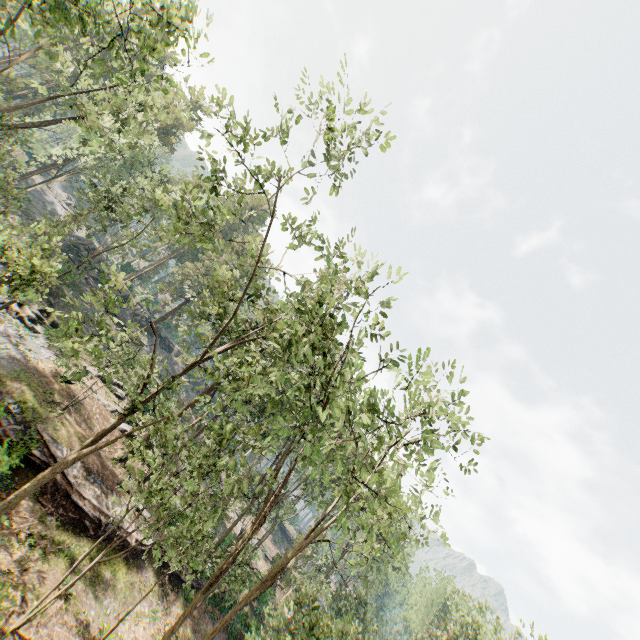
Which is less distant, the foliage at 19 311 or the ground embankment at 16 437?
the foliage at 19 311

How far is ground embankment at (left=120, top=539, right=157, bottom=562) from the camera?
20.48m

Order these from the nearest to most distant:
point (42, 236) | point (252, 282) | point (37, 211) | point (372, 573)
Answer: point (42, 236)
point (252, 282)
point (372, 573)
point (37, 211)

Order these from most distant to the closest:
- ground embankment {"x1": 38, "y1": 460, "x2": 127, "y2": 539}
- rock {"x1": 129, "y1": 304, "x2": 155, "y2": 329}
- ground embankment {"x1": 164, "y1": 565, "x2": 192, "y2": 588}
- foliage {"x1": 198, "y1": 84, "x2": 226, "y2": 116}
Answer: rock {"x1": 129, "y1": 304, "x2": 155, "y2": 329}
ground embankment {"x1": 164, "y1": 565, "x2": 192, "y2": 588}
ground embankment {"x1": 38, "y1": 460, "x2": 127, "y2": 539}
foliage {"x1": 198, "y1": 84, "x2": 226, "y2": 116}

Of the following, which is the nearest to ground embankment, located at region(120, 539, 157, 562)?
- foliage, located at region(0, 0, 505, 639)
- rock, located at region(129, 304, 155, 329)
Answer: foliage, located at region(0, 0, 505, 639)

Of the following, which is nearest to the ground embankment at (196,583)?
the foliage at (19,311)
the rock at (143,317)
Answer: the foliage at (19,311)

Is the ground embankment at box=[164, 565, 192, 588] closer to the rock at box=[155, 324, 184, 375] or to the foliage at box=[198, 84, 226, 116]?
the foliage at box=[198, 84, 226, 116]
